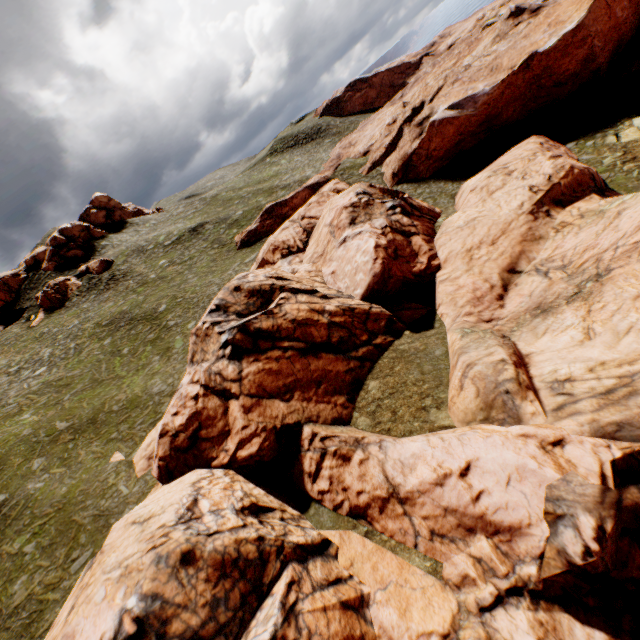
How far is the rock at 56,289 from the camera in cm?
4934

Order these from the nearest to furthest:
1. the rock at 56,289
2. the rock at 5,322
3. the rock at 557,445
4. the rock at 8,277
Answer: the rock at 557,445
the rock at 56,289
the rock at 5,322
the rock at 8,277

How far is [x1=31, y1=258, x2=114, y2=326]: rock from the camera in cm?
4934

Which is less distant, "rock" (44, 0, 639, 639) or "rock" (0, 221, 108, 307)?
"rock" (44, 0, 639, 639)

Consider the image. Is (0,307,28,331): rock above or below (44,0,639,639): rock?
above

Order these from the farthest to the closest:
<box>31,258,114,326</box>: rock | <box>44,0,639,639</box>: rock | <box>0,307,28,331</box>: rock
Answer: <box>0,307,28,331</box>: rock → <box>31,258,114,326</box>: rock → <box>44,0,639,639</box>: rock

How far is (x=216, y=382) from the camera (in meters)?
18.83
